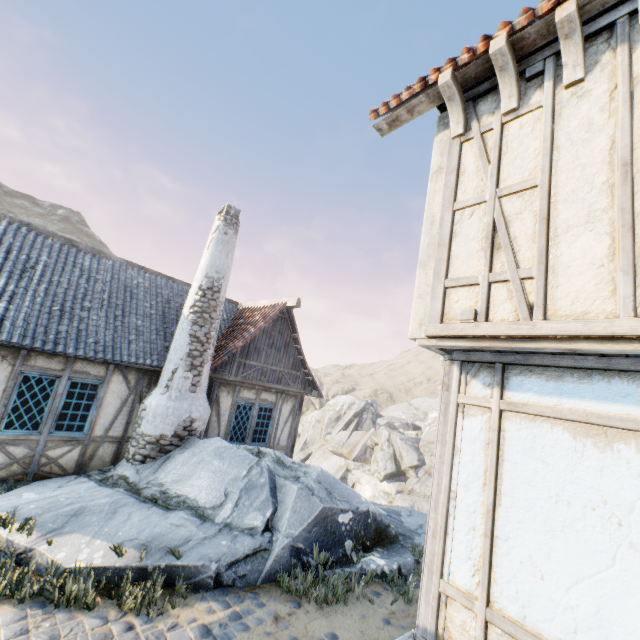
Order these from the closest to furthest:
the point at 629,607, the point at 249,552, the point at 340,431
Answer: the point at 629,607
the point at 249,552
the point at 340,431

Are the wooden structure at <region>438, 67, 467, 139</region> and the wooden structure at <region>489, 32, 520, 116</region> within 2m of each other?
yes

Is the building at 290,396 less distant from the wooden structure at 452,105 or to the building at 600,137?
the building at 600,137

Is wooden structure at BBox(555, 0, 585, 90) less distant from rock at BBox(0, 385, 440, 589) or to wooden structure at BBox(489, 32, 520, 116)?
wooden structure at BBox(489, 32, 520, 116)

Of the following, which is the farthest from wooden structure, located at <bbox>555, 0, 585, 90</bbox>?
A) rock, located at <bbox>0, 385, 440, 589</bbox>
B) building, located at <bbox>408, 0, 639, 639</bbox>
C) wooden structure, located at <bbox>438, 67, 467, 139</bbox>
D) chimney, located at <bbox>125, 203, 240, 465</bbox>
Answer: chimney, located at <bbox>125, 203, 240, 465</bbox>

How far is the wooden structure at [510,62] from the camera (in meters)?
3.15

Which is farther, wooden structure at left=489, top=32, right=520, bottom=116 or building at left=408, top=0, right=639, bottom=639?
wooden structure at left=489, top=32, right=520, bottom=116

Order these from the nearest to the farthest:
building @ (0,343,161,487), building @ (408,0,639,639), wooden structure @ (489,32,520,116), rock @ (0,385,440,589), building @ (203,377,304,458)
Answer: building @ (408,0,639,639) → wooden structure @ (489,32,520,116) → rock @ (0,385,440,589) → building @ (0,343,161,487) → building @ (203,377,304,458)
